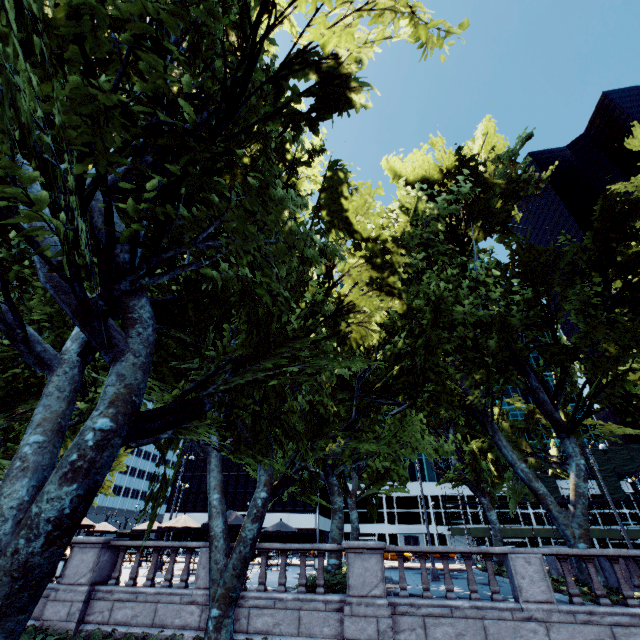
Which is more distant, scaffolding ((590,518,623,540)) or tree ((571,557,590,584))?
scaffolding ((590,518,623,540))

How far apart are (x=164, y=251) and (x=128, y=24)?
3.51m

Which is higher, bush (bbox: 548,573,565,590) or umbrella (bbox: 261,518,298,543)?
umbrella (bbox: 261,518,298,543)

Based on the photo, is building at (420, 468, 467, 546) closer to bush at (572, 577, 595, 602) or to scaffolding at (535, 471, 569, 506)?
scaffolding at (535, 471, 569, 506)

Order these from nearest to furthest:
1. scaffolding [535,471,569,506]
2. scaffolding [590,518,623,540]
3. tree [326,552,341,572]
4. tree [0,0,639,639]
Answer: tree [0,0,639,639] < tree [326,552,341,572] < scaffolding [590,518,623,540] < scaffolding [535,471,569,506]

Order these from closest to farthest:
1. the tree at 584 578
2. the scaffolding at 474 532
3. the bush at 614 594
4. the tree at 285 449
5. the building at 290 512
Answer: the tree at 285 449 → the bush at 614 594 → the tree at 584 578 → the scaffolding at 474 532 → the building at 290 512

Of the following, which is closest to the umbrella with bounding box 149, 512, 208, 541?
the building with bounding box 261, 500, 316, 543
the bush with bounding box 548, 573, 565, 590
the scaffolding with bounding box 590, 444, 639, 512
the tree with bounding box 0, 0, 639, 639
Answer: the tree with bounding box 0, 0, 639, 639

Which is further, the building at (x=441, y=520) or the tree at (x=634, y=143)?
the building at (x=441, y=520)
